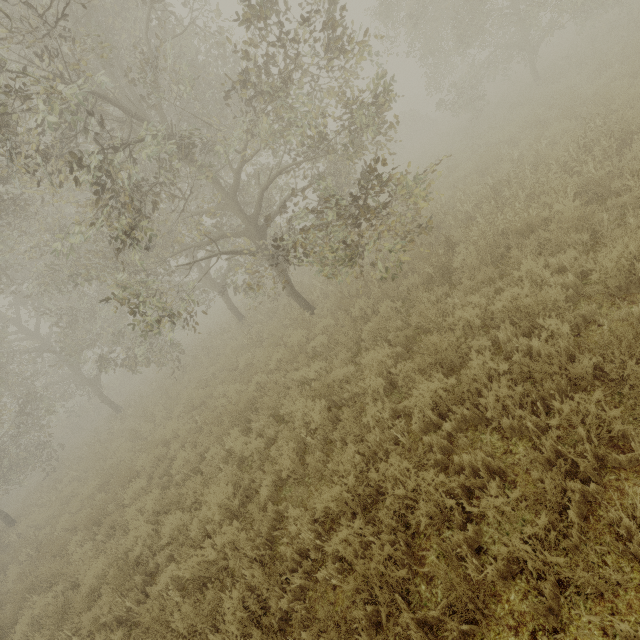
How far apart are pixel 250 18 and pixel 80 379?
19.2 meters
